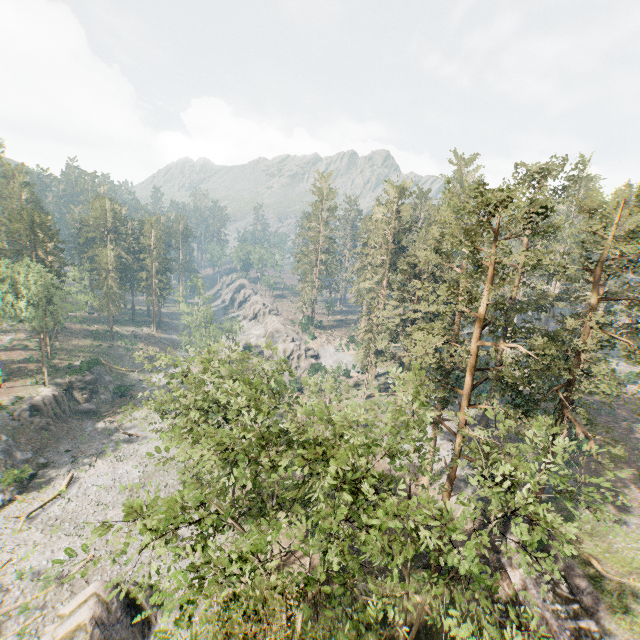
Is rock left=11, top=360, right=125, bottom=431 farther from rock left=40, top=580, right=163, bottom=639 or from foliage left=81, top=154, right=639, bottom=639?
foliage left=81, top=154, right=639, bottom=639

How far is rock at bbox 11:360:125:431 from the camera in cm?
4212

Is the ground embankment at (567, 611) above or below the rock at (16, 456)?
above

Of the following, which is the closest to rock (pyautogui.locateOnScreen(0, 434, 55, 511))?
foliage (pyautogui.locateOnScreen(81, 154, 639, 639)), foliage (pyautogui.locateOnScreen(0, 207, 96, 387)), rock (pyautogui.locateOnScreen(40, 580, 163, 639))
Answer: rock (pyautogui.locateOnScreen(40, 580, 163, 639))

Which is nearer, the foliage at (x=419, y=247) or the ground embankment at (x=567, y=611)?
the foliage at (x=419, y=247)

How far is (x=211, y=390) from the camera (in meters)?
23.02

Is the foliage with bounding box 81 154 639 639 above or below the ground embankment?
above

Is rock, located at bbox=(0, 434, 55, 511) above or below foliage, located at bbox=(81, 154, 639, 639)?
below
